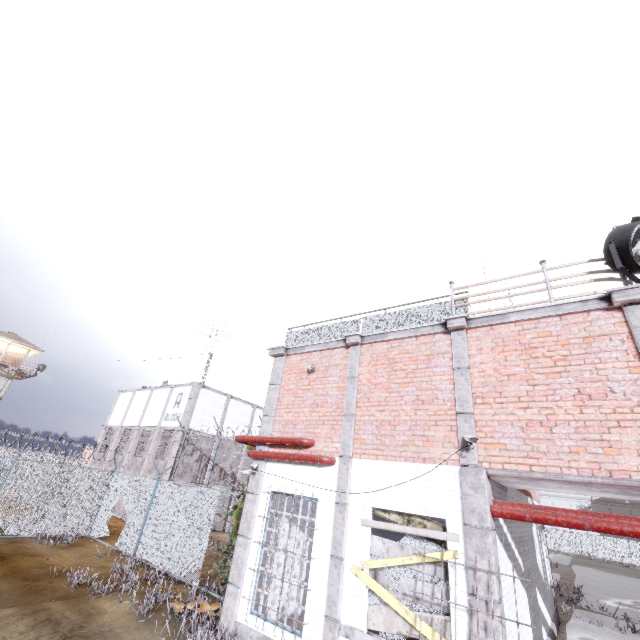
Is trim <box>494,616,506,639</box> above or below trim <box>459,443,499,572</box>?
below

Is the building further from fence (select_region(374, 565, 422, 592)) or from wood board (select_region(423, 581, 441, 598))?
wood board (select_region(423, 581, 441, 598))

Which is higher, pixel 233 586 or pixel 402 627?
pixel 402 627

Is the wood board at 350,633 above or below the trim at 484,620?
below

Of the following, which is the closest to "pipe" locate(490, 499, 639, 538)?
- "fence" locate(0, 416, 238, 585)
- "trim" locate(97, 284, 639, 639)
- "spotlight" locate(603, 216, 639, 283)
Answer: "trim" locate(97, 284, 639, 639)

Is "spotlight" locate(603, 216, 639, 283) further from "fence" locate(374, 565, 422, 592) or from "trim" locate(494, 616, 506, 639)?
"fence" locate(374, 565, 422, 592)

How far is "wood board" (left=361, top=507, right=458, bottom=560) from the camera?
5.92m

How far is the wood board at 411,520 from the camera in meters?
5.9
